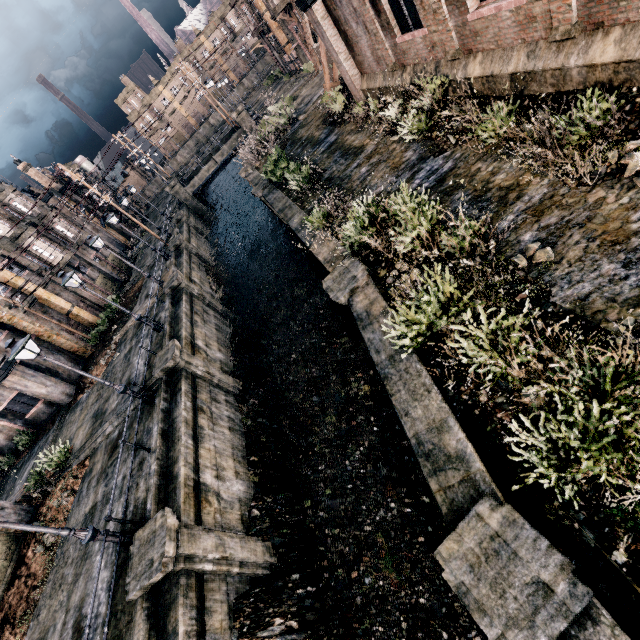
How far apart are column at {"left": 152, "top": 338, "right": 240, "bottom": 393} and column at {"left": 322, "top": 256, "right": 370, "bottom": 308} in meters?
8.7 m

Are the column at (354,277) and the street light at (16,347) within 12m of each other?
yes

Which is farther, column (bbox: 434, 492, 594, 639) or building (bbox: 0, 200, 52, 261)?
building (bbox: 0, 200, 52, 261)

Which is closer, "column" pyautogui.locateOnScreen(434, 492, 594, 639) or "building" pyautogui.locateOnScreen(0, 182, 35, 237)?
"column" pyautogui.locateOnScreen(434, 492, 594, 639)

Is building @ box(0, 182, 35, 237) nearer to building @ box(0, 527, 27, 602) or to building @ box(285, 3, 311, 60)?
building @ box(0, 527, 27, 602)

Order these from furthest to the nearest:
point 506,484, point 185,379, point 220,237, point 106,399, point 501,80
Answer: point 220,237 < point 106,399 < point 185,379 < point 501,80 < point 506,484

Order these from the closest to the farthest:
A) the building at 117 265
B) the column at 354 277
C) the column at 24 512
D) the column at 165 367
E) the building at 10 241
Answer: the column at 354 277
the column at 24 512
the column at 165 367
the building at 10 241
the building at 117 265

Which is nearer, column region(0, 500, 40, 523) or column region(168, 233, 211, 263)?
column region(0, 500, 40, 523)
